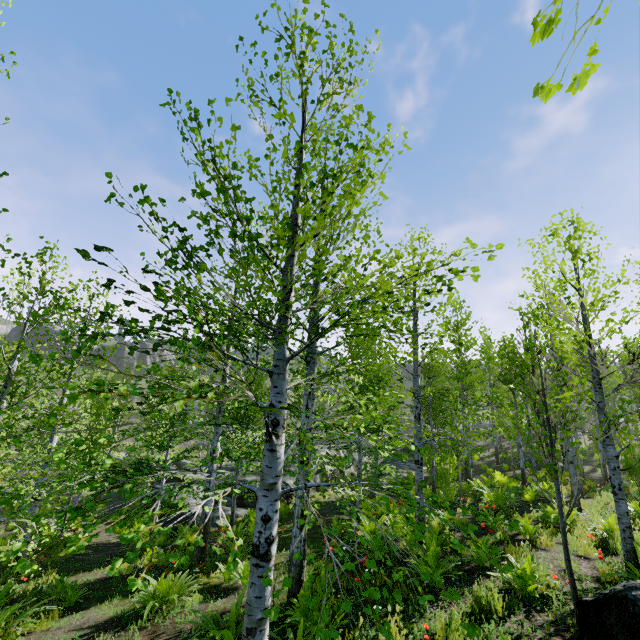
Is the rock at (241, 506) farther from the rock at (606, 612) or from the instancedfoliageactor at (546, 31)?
the rock at (606, 612)

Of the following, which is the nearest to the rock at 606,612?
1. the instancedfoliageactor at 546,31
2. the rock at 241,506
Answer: the instancedfoliageactor at 546,31

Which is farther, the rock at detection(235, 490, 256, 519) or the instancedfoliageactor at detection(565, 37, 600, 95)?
the rock at detection(235, 490, 256, 519)

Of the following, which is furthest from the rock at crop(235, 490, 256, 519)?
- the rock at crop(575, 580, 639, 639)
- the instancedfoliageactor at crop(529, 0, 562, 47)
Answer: the rock at crop(575, 580, 639, 639)

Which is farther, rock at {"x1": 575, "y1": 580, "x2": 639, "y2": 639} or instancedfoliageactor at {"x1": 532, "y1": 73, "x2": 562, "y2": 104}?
rock at {"x1": 575, "y1": 580, "x2": 639, "y2": 639}

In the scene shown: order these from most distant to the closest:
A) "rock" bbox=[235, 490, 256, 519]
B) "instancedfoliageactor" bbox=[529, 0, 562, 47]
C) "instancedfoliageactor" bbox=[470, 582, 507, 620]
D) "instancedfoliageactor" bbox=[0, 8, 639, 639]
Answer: "rock" bbox=[235, 490, 256, 519] → "instancedfoliageactor" bbox=[470, 582, 507, 620] → "instancedfoliageactor" bbox=[0, 8, 639, 639] → "instancedfoliageactor" bbox=[529, 0, 562, 47]

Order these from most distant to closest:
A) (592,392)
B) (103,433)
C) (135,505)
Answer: (592,392) < (103,433) < (135,505)
